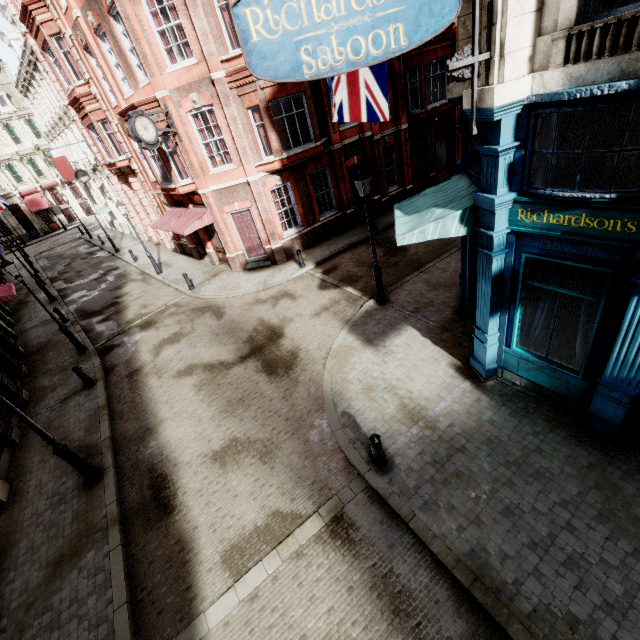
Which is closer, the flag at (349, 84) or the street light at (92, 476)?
the street light at (92, 476)

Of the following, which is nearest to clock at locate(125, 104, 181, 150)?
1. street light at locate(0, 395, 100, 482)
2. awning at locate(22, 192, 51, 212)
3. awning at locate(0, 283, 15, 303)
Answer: awning at locate(0, 283, 15, 303)

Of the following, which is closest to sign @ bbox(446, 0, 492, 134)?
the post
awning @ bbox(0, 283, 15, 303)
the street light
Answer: the post

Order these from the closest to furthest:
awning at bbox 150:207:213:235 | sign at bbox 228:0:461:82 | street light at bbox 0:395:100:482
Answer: sign at bbox 228:0:461:82 < street light at bbox 0:395:100:482 < awning at bbox 150:207:213:235

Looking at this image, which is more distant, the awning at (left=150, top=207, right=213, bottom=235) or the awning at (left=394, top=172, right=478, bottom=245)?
the awning at (left=150, top=207, right=213, bottom=235)

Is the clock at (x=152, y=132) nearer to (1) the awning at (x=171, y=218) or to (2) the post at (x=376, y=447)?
(1) the awning at (x=171, y=218)

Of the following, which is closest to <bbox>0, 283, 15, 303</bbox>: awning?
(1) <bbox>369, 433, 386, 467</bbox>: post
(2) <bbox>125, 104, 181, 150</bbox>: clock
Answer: (2) <bbox>125, 104, 181, 150</bbox>: clock

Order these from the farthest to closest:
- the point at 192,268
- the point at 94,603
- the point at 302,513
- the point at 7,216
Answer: the point at 7,216
the point at 192,268
the point at 302,513
the point at 94,603
